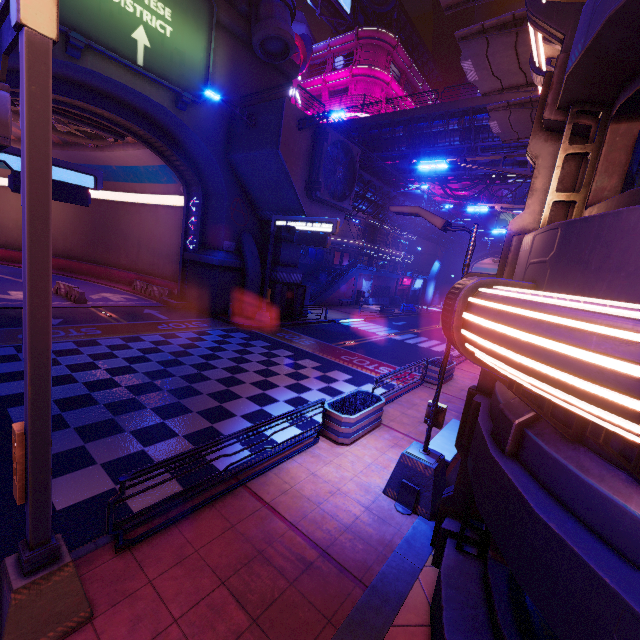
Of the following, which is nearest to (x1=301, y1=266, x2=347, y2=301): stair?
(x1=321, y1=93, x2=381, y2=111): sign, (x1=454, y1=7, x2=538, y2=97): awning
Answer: (x1=321, y1=93, x2=381, y2=111): sign

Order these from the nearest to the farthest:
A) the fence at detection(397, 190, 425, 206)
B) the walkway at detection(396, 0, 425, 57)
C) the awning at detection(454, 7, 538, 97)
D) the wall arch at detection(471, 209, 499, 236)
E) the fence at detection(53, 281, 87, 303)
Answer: the awning at detection(454, 7, 538, 97), the fence at detection(53, 281, 87, 303), the fence at detection(397, 190, 425, 206), the walkway at detection(396, 0, 425, 57), the wall arch at detection(471, 209, 499, 236)

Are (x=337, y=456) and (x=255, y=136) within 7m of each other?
no

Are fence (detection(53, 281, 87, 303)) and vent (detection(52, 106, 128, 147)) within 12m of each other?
yes

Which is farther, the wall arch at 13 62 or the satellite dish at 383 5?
Result: the satellite dish at 383 5

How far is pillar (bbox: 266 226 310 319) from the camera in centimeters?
2366cm

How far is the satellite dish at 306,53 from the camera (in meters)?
40.62

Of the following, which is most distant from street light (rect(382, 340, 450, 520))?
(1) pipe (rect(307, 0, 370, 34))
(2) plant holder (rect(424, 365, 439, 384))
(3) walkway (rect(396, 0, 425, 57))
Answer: (3) walkway (rect(396, 0, 425, 57))
